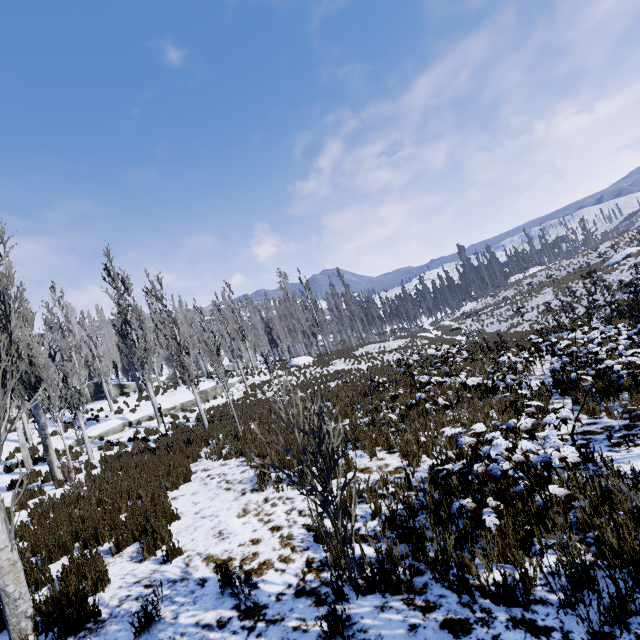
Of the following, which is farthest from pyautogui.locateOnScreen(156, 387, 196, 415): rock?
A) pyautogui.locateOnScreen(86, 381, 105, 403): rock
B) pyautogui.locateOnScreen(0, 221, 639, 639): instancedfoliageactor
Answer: pyautogui.locateOnScreen(86, 381, 105, 403): rock

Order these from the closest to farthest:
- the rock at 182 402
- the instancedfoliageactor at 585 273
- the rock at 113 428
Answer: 1. the rock at 113 428
2. the rock at 182 402
3. the instancedfoliageactor at 585 273

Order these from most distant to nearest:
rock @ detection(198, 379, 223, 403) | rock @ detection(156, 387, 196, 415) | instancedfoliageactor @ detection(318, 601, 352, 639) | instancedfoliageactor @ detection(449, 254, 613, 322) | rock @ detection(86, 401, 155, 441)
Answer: instancedfoliageactor @ detection(449, 254, 613, 322), rock @ detection(198, 379, 223, 403), rock @ detection(156, 387, 196, 415), rock @ detection(86, 401, 155, 441), instancedfoliageactor @ detection(318, 601, 352, 639)

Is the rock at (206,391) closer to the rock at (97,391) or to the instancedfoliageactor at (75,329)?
the instancedfoliageactor at (75,329)

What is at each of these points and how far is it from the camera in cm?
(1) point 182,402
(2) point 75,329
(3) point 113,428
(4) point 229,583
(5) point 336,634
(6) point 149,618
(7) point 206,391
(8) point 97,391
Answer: (1) rock, 2244
(2) instancedfoliageactor, 5762
(3) rock, 1892
(4) instancedfoliageactor, 360
(5) instancedfoliageactor, 293
(6) instancedfoliageactor, 357
(7) rock, 2397
(8) rock, 3188
